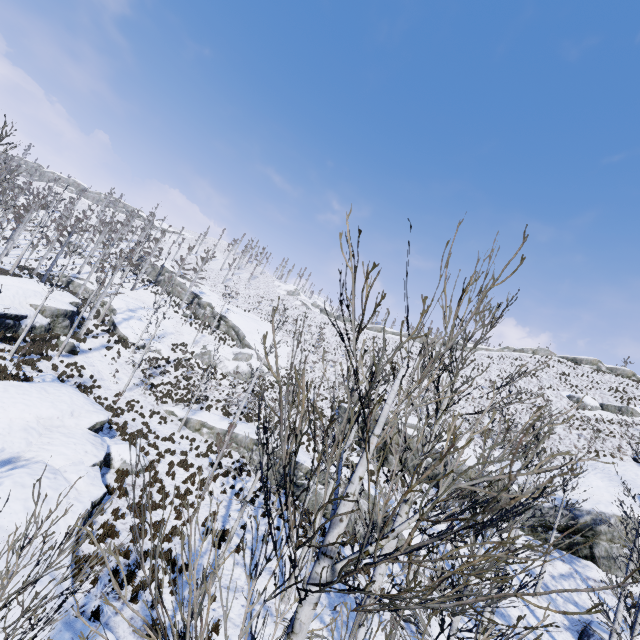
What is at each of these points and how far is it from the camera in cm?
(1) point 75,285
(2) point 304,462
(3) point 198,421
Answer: (1) rock, 4103
(2) rock, 2167
(3) rock, 2402

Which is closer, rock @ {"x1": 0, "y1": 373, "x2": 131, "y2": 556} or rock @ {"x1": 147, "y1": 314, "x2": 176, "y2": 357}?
rock @ {"x1": 0, "y1": 373, "x2": 131, "y2": 556}

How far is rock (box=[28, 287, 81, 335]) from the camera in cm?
2475

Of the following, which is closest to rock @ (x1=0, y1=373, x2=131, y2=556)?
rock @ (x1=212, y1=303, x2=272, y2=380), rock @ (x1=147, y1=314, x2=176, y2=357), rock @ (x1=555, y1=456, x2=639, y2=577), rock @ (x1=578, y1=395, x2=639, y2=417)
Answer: rock @ (x1=147, y1=314, x2=176, y2=357)

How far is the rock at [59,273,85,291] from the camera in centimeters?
4094cm

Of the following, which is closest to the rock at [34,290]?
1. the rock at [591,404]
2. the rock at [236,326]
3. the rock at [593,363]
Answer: the rock at [236,326]

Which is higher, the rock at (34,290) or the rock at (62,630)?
the rock at (34,290)

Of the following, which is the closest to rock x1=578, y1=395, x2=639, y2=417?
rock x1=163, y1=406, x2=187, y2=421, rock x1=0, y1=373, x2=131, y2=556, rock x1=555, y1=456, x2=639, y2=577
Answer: rock x1=555, y1=456, x2=639, y2=577
